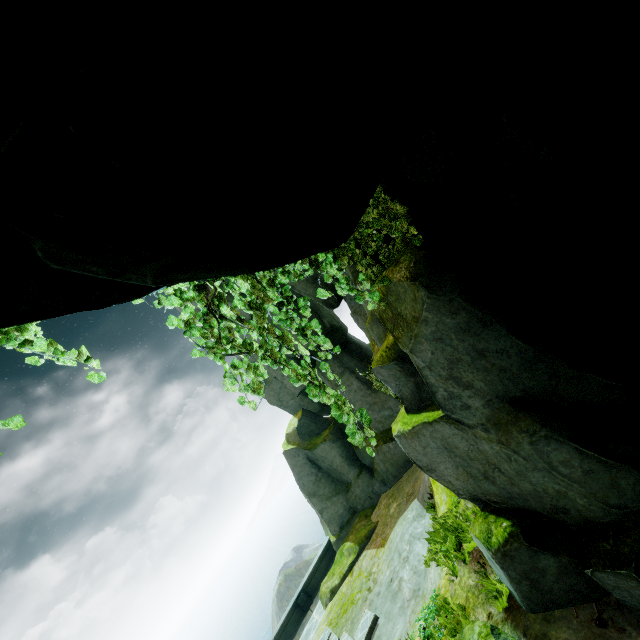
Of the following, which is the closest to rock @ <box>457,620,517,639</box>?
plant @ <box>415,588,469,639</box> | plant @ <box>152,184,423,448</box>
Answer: plant @ <box>152,184,423,448</box>

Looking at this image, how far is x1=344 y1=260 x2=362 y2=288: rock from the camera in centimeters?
688cm

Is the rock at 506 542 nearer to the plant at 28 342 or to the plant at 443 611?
the plant at 28 342

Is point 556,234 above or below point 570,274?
above

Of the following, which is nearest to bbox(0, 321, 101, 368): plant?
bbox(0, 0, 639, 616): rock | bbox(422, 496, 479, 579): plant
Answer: bbox(0, 0, 639, 616): rock

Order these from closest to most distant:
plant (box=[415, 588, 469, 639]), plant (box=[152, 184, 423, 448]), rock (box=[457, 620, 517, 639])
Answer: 1. plant (box=[152, 184, 423, 448])
2. rock (box=[457, 620, 517, 639])
3. plant (box=[415, 588, 469, 639])

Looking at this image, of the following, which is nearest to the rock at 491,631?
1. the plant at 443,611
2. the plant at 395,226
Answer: the plant at 395,226
